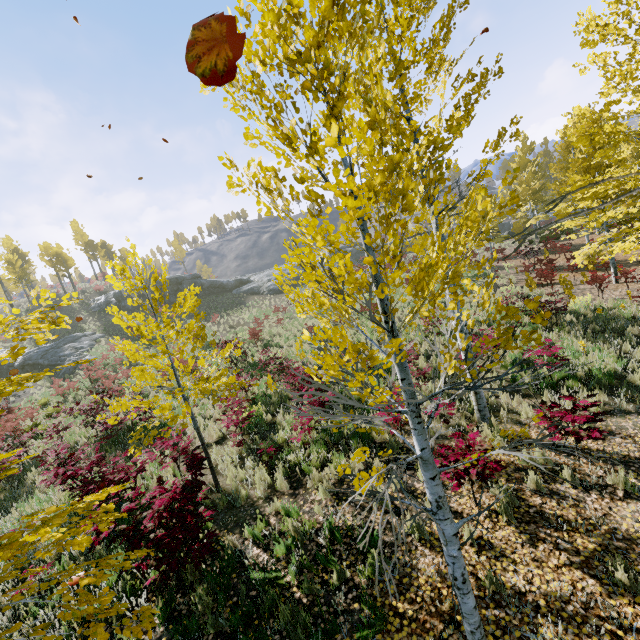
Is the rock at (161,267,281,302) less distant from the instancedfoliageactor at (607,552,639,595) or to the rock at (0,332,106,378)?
the rock at (0,332,106,378)

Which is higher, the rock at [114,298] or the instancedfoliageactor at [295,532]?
the rock at [114,298]

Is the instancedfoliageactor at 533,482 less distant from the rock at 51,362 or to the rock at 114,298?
the rock at 51,362

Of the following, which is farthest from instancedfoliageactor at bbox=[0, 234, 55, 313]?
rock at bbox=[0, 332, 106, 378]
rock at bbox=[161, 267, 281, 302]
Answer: rock at bbox=[161, 267, 281, 302]

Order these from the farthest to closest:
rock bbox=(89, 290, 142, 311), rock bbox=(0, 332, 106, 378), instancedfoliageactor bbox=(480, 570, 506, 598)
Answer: rock bbox=(89, 290, 142, 311), rock bbox=(0, 332, 106, 378), instancedfoliageactor bbox=(480, 570, 506, 598)

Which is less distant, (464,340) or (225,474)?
(464,340)

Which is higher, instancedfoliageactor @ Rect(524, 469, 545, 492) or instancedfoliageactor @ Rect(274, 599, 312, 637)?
instancedfoliageactor @ Rect(274, 599, 312, 637)

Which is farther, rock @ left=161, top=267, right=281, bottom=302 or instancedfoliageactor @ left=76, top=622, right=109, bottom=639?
rock @ left=161, top=267, right=281, bottom=302
